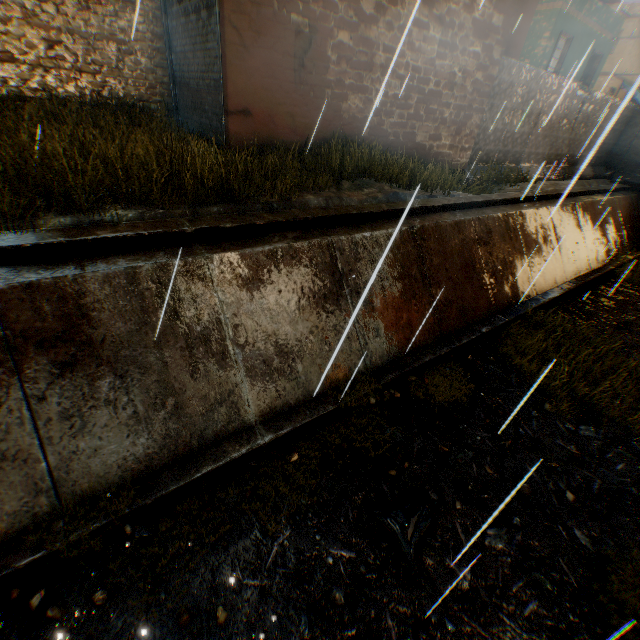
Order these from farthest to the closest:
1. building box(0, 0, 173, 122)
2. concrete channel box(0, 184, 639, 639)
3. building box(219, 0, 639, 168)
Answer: building box(0, 0, 173, 122) < building box(219, 0, 639, 168) < concrete channel box(0, 184, 639, 639)

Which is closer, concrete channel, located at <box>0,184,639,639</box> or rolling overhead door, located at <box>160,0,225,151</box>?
concrete channel, located at <box>0,184,639,639</box>

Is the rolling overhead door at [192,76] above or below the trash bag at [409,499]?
above

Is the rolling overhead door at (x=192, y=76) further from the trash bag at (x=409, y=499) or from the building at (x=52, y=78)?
the trash bag at (x=409, y=499)

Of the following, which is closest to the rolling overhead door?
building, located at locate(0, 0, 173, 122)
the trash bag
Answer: building, located at locate(0, 0, 173, 122)

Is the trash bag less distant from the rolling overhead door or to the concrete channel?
the concrete channel

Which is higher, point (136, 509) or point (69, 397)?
point (69, 397)

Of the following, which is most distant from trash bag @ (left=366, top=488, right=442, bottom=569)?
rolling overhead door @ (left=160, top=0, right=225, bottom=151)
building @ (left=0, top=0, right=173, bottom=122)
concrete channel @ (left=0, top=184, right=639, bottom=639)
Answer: rolling overhead door @ (left=160, top=0, right=225, bottom=151)
